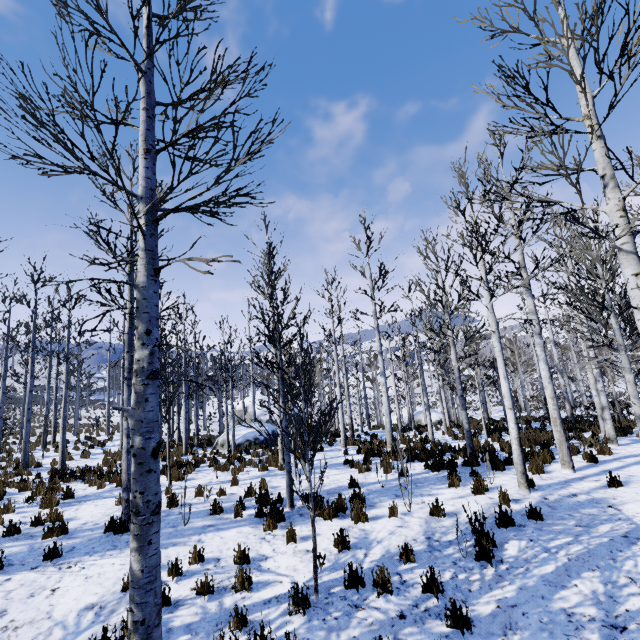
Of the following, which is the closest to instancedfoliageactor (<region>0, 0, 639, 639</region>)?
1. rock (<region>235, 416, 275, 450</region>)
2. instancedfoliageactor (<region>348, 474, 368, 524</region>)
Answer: instancedfoliageactor (<region>348, 474, 368, 524</region>)

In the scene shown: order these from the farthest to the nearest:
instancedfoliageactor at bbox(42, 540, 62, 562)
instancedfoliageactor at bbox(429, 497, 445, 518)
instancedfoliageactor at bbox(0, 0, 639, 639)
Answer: instancedfoliageactor at bbox(429, 497, 445, 518), instancedfoliageactor at bbox(42, 540, 62, 562), instancedfoliageactor at bbox(0, 0, 639, 639)

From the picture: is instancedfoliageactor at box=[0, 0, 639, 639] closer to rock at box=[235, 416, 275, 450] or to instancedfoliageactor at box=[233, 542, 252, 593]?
instancedfoliageactor at box=[233, 542, 252, 593]

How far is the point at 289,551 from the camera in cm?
555

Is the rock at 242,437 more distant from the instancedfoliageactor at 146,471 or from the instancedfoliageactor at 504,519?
the instancedfoliageactor at 504,519

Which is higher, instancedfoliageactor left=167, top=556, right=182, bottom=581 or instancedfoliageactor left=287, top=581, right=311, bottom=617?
instancedfoliageactor left=167, top=556, right=182, bottom=581
